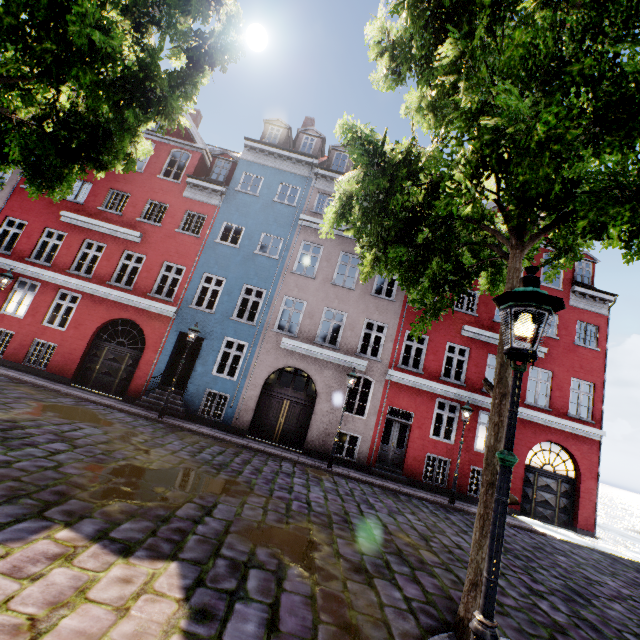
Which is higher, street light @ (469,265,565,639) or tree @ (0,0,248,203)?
tree @ (0,0,248,203)

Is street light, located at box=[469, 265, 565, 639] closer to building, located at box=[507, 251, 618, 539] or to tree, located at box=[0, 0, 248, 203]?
building, located at box=[507, 251, 618, 539]

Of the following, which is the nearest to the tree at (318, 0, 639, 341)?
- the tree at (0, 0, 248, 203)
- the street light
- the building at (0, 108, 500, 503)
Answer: the building at (0, 108, 500, 503)

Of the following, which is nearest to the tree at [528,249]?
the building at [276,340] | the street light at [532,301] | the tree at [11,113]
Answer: the building at [276,340]

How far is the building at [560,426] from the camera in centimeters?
1382cm

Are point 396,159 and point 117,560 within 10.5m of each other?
yes

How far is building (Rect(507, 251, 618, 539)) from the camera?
13.8m

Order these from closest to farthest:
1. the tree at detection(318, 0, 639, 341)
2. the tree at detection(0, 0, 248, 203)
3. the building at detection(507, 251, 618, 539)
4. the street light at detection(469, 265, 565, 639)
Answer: the street light at detection(469, 265, 565, 639), the tree at detection(318, 0, 639, 341), the tree at detection(0, 0, 248, 203), the building at detection(507, 251, 618, 539)
